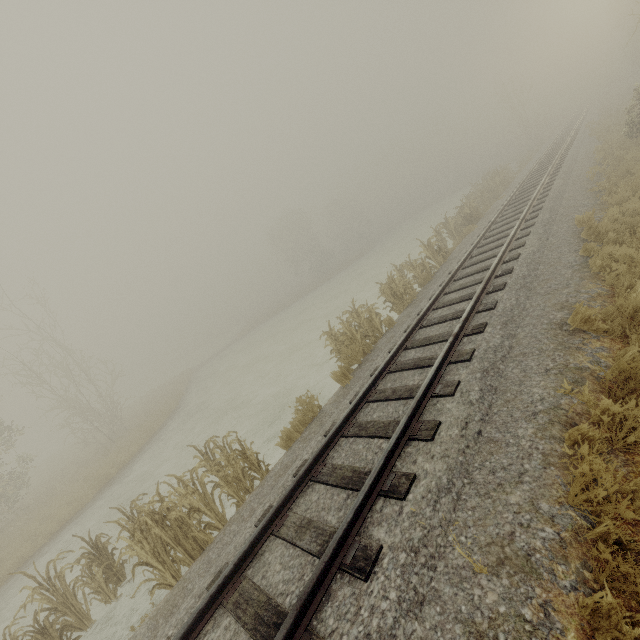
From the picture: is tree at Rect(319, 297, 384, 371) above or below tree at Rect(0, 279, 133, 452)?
below

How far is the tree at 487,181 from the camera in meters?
12.3 m

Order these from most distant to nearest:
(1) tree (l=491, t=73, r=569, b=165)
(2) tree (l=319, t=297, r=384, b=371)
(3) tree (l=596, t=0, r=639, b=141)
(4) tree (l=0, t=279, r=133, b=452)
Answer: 1. (1) tree (l=491, t=73, r=569, b=165)
2. (4) tree (l=0, t=279, r=133, b=452)
3. (3) tree (l=596, t=0, r=639, b=141)
4. (2) tree (l=319, t=297, r=384, b=371)

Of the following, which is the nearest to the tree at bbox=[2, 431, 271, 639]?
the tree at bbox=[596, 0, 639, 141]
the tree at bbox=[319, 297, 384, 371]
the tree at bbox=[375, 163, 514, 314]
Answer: the tree at bbox=[319, 297, 384, 371]

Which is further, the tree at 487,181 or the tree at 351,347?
the tree at 487,181

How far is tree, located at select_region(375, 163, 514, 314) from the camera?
12.31m

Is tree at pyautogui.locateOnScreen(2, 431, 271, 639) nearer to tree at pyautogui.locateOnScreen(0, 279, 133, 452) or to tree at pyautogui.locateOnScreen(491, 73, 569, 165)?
tree at pyautogui.locateOnScreen(0, 279, 133, 452)

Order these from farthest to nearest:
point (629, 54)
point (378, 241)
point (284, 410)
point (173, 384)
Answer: point (378, 241)
point (629, 54)
point (173, 384)
point (284, 410)
